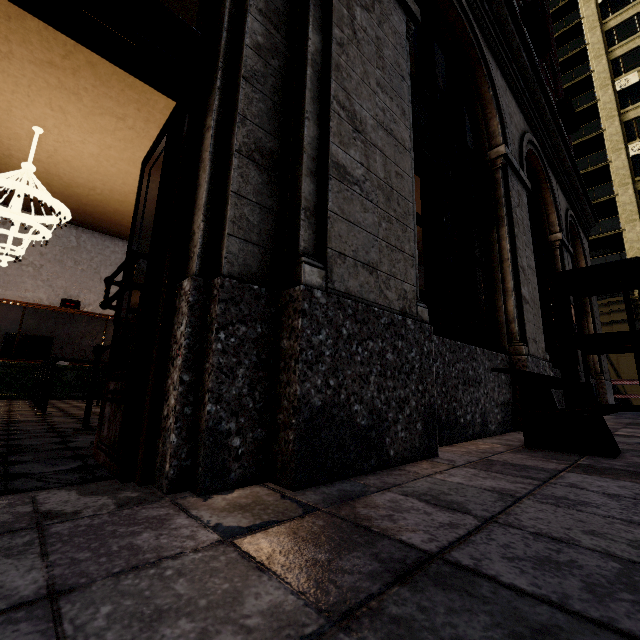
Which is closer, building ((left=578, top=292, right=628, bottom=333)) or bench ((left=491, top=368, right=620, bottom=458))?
bench ((left=491, top=368, right=620, bottom=458))

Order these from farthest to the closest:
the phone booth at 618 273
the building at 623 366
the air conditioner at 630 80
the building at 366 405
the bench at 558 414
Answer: the air conditioner at 630 80 < the building at 623 366 < the phone booth at 618 273 < the bench at 558 414 < the building at 366 405

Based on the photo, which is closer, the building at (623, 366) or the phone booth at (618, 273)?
the phone booth at (618, 273)

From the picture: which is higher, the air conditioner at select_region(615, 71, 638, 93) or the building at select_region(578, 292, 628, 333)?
the air conditioner at select_region(615, 71, 638, 93)

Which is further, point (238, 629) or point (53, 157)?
point (53, 157)

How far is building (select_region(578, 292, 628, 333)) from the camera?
10.2m

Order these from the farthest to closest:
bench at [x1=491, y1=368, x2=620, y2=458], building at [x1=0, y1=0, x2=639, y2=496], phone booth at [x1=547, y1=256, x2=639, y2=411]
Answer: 1. phone booth at [x1=547, y1=256, x2=639, y2=411]
2. bench at [x1=491, y1=368, x2=620, y2=458]
3. building at [x1=0, y1=0, x2=639, y2=496]

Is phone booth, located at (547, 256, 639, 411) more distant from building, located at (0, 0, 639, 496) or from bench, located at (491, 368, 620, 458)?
bench, located at (491, 368, 620, 458)
